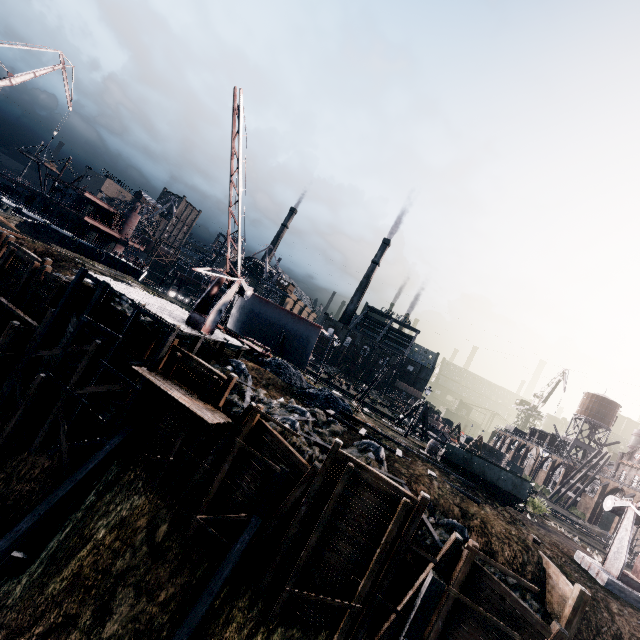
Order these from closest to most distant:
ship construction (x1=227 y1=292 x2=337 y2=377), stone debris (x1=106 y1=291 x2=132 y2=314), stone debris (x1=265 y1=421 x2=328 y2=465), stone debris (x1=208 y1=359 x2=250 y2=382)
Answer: stone debris (x1=265 y1=421 x2=328 y2=465), stone debris (x1=208 y1=359 x2=250 y2=382), stone debris (x1=106 y1=291 x2=132 y2=314), ship construction (x1=227 y1=292 x2=337 y2=377)

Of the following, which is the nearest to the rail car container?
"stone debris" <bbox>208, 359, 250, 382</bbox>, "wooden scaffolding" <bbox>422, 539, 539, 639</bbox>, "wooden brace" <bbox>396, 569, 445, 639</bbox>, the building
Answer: "stone debris" <bbox>208, 359, 250, 382</bbox>

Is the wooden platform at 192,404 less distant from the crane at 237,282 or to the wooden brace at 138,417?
→ the wooden brace at 138,417

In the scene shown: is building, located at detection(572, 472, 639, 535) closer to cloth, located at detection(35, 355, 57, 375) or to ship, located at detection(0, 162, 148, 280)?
cloth, located at detection(35, 355, 57, 375)

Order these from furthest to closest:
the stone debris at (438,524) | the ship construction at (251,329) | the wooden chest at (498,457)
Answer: the wooden chest at (498,457) < the ship construction at (251,329) < the stone debris at (438,524)

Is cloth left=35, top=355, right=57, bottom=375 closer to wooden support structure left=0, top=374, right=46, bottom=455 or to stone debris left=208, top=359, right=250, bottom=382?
wooden support structure left=0, top=374, right=46, bottom=455

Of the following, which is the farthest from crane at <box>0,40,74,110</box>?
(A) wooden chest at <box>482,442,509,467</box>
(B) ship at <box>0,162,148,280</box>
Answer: (A) wooden chest at <box>482,442,509,467</box>

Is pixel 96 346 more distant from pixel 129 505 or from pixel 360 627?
pixel 360 627
